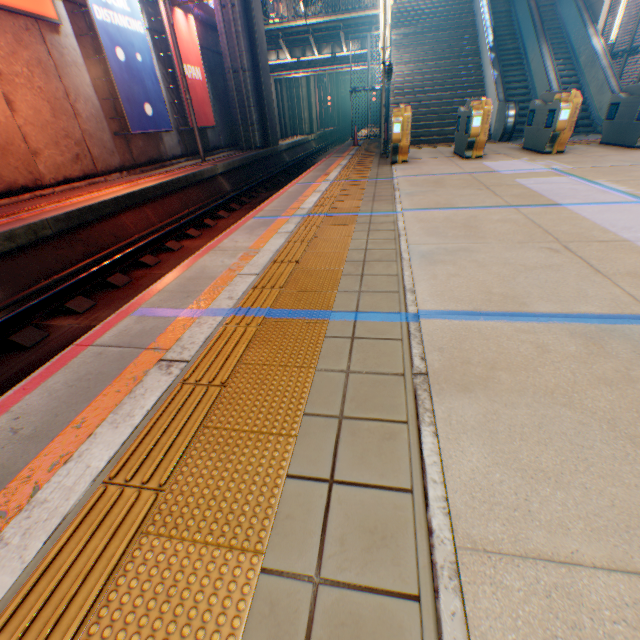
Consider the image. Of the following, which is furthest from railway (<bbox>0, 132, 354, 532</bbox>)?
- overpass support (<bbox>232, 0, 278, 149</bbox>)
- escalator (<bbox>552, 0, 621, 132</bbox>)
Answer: escalator (<bbox>552, 0, 621, 132</bbox>)

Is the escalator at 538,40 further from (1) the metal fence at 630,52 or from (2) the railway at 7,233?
(2) the railway at 7,233

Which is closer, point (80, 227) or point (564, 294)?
point (564, 294)

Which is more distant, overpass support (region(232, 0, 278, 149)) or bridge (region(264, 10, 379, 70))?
bridge (region(264, 10, 379, 70))

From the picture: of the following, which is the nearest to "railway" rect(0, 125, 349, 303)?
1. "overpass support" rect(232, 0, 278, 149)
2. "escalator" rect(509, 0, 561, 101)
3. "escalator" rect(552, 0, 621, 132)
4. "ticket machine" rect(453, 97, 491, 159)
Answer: "overpass support" rect(232, 0, 278, 149)

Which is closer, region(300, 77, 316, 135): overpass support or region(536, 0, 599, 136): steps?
region(536, 0, 599, 136): steps

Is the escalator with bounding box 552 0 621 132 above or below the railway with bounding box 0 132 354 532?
above

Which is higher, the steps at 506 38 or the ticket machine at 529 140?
the steps at 506 38
